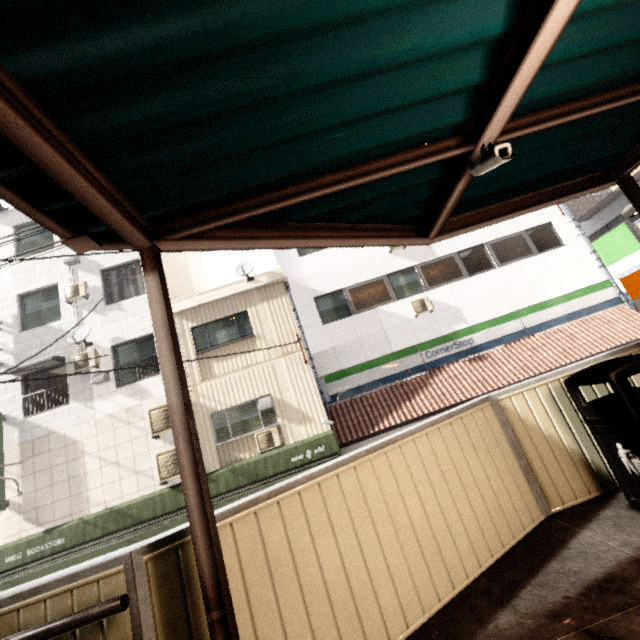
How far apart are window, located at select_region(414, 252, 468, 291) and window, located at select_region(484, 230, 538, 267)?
1.1m

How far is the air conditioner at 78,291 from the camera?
11.2 meters

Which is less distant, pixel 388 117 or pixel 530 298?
pixel 388 117

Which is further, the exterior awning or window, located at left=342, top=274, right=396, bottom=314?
window, located at left=342, top=274, right=396, bottom=314

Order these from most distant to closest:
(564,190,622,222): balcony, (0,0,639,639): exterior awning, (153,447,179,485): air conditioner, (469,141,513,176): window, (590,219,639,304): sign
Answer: (564,190,622,222): balcony < (590,219,639,304): sign < (153,447,179,485): air conditioner < (469,141,513,176): window < (0,0,639,639): exterior awning

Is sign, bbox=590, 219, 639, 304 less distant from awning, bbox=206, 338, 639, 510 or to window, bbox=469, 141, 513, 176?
awning, bbox=206, 338, 639, 510

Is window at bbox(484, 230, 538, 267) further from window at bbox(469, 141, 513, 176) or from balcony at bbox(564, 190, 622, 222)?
window at bbox(469, 141, 513, 176)

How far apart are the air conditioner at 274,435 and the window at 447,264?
7.32m
